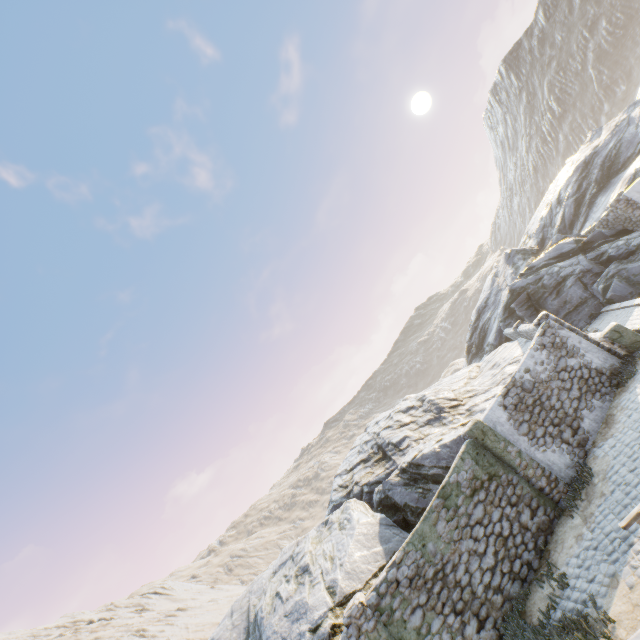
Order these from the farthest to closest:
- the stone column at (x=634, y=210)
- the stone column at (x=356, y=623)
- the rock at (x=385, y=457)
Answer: the stone column at (x=634, y=210), the rock at (x=385, y=457), the stone column at (x=356, y=623)

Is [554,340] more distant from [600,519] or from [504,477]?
[600,519]

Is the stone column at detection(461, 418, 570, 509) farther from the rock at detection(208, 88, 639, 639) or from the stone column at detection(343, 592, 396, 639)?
the stone column at detection(343, 592, 396, 639)

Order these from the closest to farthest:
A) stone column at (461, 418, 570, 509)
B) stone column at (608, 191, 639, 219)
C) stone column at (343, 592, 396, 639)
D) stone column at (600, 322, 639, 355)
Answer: stone column at (343, 592, 396, 639), stone column at (461, 418, 570, 509), stone column at (600, 322, 639, 355), stone column at (608, 191, 639, 219)

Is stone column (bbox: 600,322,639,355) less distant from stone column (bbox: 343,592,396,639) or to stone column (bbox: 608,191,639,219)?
stone column (bbox: 608,191,639,219)

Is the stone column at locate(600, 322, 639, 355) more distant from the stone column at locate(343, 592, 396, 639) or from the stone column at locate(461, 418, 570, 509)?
the stone column at locate(343, 592, 396, 639)

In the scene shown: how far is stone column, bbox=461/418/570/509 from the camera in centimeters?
961cm

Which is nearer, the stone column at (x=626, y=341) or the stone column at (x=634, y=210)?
the stone column at (x=626, y=341)
